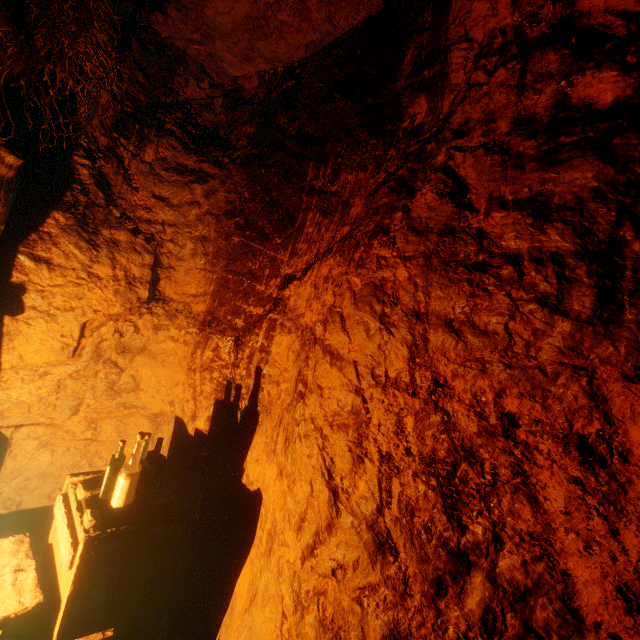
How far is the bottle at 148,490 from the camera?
1.9m

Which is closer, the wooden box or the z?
the z

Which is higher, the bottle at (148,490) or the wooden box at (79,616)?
the bottle at (148,490)

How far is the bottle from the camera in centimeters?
192cm

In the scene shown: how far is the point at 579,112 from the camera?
1.07m

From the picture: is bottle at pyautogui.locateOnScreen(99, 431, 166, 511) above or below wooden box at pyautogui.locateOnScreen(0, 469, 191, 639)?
above

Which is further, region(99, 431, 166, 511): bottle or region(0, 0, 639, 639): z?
region(99, 431, 166, 511): bottle
